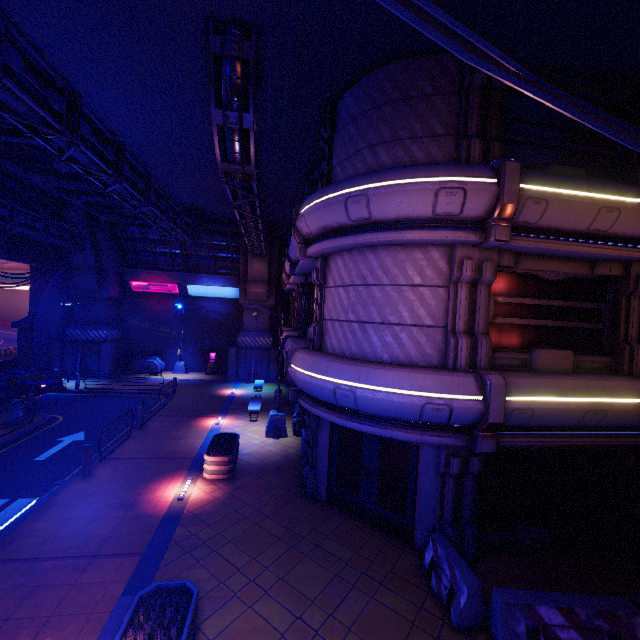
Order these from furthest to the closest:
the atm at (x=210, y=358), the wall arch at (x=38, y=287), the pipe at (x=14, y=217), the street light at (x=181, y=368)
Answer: the atm at (x=210, y=358), the street light at (x=181, y=368), the wall arch at (x=38, y=287), the pipe at (x=14, y=217)

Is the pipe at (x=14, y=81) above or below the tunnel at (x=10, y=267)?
below

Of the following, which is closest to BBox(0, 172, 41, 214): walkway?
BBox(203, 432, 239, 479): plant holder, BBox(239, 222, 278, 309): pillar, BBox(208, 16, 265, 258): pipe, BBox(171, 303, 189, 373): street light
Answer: BBox(208, 16, 265, 258): pipe

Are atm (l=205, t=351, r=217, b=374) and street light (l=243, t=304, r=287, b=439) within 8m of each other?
no

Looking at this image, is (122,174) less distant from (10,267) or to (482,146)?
(482,146)

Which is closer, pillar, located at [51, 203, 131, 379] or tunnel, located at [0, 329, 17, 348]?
pillar, located at [51, 203, 131, 379]

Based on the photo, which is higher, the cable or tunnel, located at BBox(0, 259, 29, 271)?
tunnel, located at BBox(0, 259, 29, 271)

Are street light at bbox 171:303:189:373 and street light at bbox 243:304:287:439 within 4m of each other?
no
